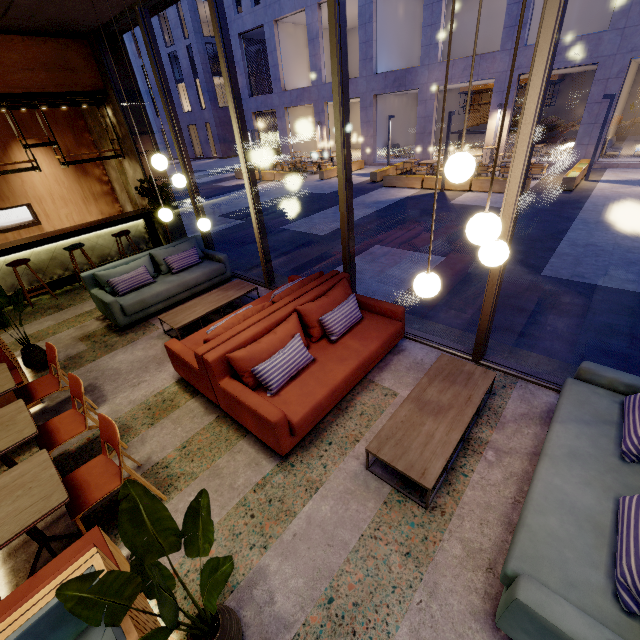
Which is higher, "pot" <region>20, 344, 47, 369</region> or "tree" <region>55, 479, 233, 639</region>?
"tree" <region>55, 479, 233, 639</region>

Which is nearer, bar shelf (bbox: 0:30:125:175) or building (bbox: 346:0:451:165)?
bar shelf (bbox: 0:30:125:175)

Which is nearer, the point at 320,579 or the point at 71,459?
the point at 320,579

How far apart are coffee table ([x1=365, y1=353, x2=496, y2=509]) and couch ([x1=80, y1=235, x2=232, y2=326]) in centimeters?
461cm

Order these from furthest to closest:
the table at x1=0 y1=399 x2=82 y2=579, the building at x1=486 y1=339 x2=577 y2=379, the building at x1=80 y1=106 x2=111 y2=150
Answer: the building at x1=80 y1=106 x2=111 y2=150, the building at x1=486 y1=339 x2=577 y2=379, the table at x1=0 y1=399 x2=82 y2=579

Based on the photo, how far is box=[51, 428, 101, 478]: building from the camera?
3.32m

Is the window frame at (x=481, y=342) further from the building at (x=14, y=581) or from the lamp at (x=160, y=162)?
the lamp at (x=160, y=162)

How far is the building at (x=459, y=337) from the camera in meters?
4.4
